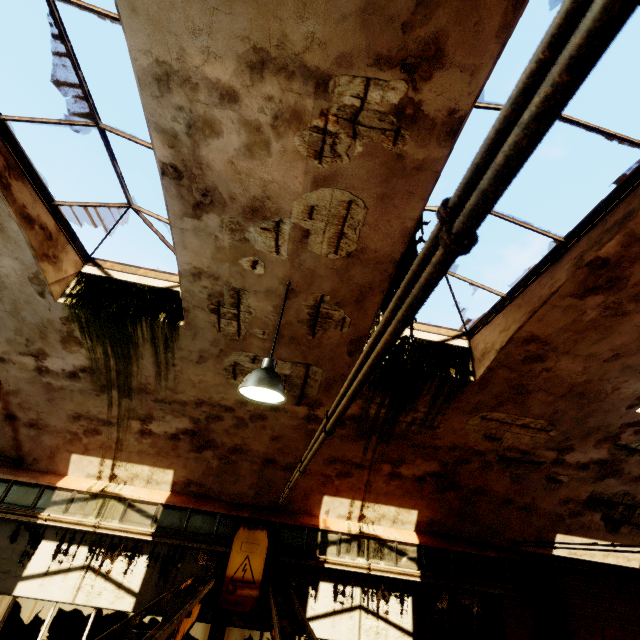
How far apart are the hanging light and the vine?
1.4 meters

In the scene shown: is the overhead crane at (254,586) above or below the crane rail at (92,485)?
below

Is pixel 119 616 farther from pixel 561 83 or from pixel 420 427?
pixel 561 83

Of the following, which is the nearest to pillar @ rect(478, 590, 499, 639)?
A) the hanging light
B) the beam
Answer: the beam

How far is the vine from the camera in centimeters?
389cm

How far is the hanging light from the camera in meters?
3.4 m

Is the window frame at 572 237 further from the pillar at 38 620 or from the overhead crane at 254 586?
the pillar at 38 620

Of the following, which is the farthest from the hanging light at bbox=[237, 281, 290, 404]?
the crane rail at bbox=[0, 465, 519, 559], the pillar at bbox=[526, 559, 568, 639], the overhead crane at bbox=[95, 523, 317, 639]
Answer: the pillar at bbox=[526, 559, 568, 639]
